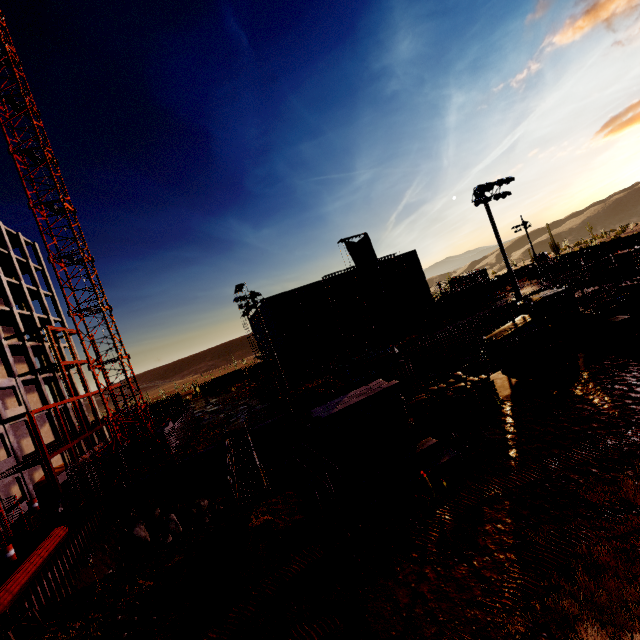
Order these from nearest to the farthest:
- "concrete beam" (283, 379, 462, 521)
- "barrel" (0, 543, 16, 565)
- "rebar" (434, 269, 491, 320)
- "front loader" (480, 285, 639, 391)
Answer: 1. "concrete beam" (283, 379, 462, 521)
2. "front loader" (480, 285, 639, 391)
3. "barrel" (0, 543, 16, 565)
4. "rebar" (434, 269, 491, 320)

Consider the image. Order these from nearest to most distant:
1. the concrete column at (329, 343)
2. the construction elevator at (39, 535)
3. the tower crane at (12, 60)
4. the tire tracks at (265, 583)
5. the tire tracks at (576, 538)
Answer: the tire tracks at (576, 538), the tire tracks at (265, 583), the construction elevator at (39, 535), the tower crane at (12, 60), the concrete column at (329, 343)

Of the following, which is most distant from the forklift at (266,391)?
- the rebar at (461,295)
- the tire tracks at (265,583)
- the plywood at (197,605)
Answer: the rebar at (461,295)

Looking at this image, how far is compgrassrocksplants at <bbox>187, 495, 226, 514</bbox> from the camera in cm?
2334

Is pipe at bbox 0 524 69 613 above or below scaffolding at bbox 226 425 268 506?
above

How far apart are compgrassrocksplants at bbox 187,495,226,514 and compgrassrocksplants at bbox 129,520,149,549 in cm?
250

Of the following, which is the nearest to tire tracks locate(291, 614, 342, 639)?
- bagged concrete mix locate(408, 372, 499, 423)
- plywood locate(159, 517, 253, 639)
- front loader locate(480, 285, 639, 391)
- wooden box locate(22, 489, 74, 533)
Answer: plywood locate(159, 517, 253, 639)

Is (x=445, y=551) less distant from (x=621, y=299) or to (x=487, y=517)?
(x=487, y=517)
